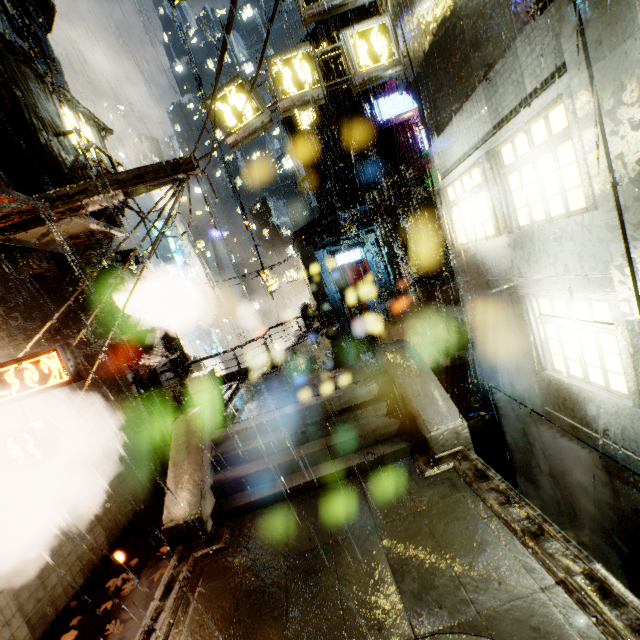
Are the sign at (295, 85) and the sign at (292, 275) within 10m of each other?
no

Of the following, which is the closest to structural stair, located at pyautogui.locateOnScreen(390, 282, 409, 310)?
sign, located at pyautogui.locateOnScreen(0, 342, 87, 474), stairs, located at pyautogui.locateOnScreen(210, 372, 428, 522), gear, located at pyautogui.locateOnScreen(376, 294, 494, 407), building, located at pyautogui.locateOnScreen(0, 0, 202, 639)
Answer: building, located at pyautogui.locateOnScreen(0, 0, 202, 639)

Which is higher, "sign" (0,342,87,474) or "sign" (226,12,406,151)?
"sign" (226,12,406,151)

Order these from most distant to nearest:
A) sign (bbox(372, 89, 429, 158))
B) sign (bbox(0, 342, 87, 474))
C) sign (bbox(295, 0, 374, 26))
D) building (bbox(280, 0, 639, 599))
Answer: sign (bbox(372, 89, 429, 158)) < sign (bbox(295, 0, 374, 26)) < sign (bbox(0, 342, 87, 474)) < building (bbox(280, 0, 639, 599))

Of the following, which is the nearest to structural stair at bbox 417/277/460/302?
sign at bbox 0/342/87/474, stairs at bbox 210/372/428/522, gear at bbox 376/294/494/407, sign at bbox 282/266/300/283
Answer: gear at bbox 376/294/494/407

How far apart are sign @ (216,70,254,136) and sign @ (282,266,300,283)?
19.9 meters

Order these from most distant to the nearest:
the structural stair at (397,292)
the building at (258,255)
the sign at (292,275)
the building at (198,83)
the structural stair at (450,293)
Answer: the sign at (292,275), the building at (258,255), the building at (198,83), the structural stair at (397,292), the structural stair at (450,293)

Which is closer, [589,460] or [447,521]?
[447,521]
